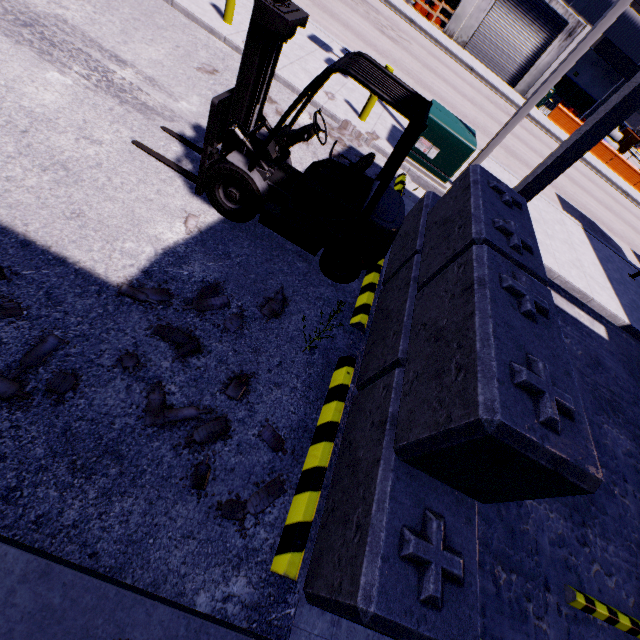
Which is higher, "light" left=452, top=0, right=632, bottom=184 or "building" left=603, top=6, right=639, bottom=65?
"building" left=603, top=6, right=639, bottom=65

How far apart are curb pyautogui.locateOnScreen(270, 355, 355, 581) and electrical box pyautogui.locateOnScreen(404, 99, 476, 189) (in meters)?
6.05

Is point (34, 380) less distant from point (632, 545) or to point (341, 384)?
point (341, 384)

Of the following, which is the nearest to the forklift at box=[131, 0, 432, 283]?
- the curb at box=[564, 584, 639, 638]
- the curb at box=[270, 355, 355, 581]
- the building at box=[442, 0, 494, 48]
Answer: the curb at box=[270, 355, 355, 581]

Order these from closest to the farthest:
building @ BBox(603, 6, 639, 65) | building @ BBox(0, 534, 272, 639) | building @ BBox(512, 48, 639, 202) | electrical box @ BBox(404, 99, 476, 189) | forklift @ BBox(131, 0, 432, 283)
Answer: building @ BBox(0, 534, 272, 639), forklift @ BBox(131, 0, 432, 283), building @ BBox(512, 48, 639, 202), electrical box @ BBox(404, 99, 476, 189), building @ BBox(603, 6, 639, 65)

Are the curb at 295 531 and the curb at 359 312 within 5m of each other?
yes

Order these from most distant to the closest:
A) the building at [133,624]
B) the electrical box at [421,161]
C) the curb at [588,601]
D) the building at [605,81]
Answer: the electrical box at [421,161]
the curb at [588,601]
the building at [605,81]
the building at [133,624]

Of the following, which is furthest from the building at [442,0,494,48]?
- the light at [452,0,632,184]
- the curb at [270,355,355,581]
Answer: the light at [452,0,632,184]
